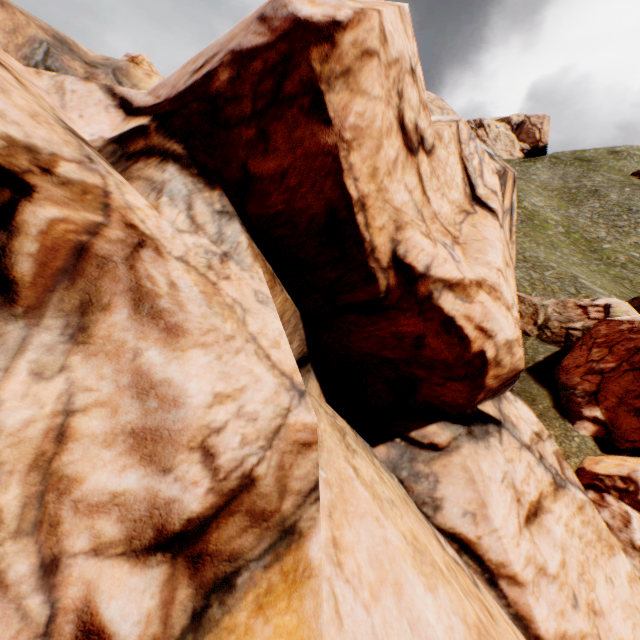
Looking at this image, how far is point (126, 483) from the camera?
3.2m
